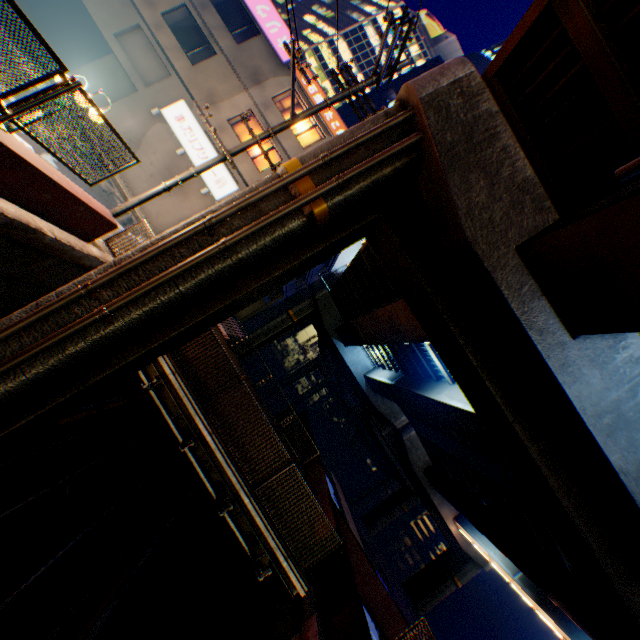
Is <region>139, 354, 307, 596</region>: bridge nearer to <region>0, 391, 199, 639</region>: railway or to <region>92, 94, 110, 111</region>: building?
<region>0, 391, 199, 639</region>: railway

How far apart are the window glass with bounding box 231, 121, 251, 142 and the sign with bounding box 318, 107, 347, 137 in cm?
315

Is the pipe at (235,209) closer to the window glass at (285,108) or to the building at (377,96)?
the window glass at (285,108)

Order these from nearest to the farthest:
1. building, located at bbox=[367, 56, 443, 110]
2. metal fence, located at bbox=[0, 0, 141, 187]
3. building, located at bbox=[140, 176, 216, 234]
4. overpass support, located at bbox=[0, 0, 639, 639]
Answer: metal fence, located at bbox=[0, 0, 141, 187]
overpass support, located at bbox=[0, 0, 639, 639]
building, located at bbox=[140, 176, 216, 234]
building, located at bbox=[367, 56, 443, 110]

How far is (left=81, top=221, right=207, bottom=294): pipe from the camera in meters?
5.9 m

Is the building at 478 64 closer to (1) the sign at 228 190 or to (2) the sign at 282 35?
(2) the sign at 282 35

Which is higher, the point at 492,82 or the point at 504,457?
the point at 492,82

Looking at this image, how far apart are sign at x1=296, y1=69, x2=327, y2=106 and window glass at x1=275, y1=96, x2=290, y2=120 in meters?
0.5
